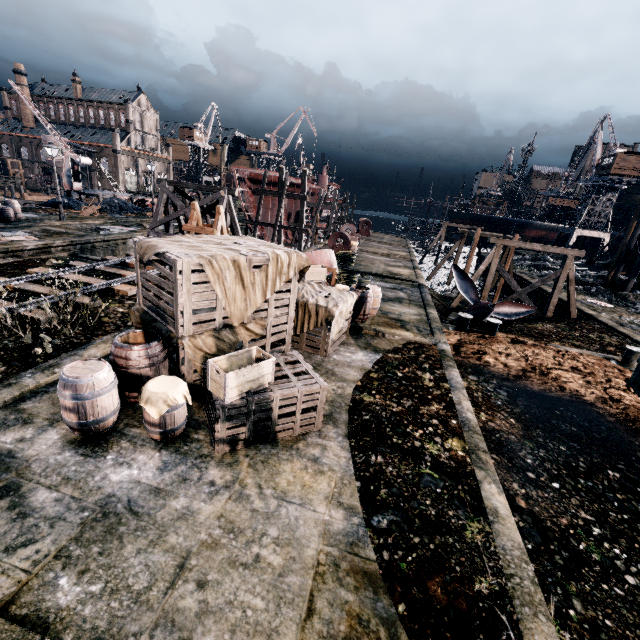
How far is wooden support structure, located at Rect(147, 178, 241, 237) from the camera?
21.2 meters

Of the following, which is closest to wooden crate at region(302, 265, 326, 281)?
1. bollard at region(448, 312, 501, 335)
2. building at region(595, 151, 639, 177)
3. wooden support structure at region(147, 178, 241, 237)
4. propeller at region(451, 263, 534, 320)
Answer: bollard at region(448, 312, 501, 335)

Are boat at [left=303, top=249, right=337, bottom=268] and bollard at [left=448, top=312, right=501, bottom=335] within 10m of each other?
yes

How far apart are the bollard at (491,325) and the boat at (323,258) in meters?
8.5

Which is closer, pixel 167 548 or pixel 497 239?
pixel 167 548

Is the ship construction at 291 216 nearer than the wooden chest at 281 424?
No

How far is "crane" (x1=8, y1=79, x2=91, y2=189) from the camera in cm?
4088

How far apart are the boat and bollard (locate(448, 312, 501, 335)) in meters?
8.5
